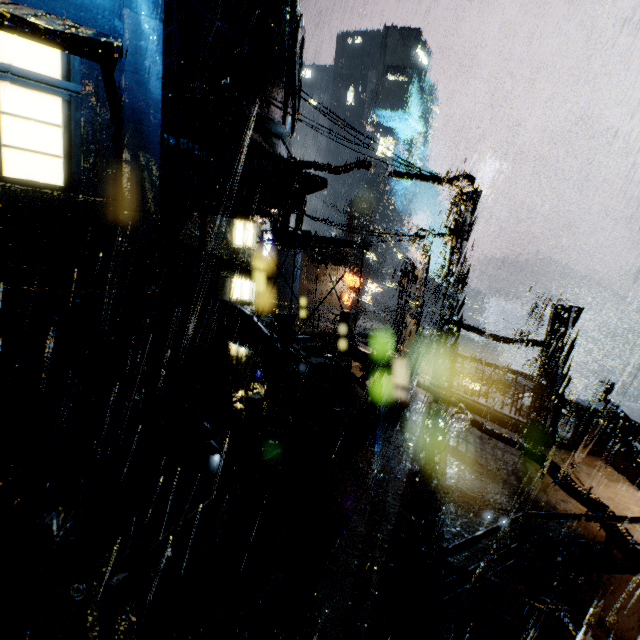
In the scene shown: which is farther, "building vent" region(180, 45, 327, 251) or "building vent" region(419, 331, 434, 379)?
"building vent" region(419, 331, 434, 379)

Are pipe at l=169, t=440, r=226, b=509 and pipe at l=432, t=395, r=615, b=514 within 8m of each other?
no

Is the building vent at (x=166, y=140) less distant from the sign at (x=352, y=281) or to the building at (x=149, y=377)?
the building at (x=149, y=377)

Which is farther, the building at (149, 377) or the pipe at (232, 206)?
the pipe at (232, 206)

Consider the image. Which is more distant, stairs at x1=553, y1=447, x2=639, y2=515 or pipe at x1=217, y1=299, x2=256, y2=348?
pipe at x1=217, y1=299, x2=256, y2=348

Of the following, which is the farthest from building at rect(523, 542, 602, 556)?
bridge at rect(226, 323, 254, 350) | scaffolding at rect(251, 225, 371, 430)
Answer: scaffolding at rect(251, 225, 371, 430)

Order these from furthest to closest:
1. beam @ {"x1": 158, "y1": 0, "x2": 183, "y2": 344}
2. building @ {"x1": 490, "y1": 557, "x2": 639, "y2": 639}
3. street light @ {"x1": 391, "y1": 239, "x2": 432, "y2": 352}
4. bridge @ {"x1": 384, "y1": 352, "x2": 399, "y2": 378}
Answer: bridge @ {"x1": 384, "y1": 352, "x2": 399, "y2": 378} → street light @ {"x1": 391, "y1": 239, "x2": 432, "y2": 352} → beam @ {"x1": 158, "y1": 0, "x2": 183, "y2": 344} → building @ {"x1": 490, "y1": 557, "x2": 639, "y2": 639}

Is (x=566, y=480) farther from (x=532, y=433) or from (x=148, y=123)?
(x=148, y=123)
